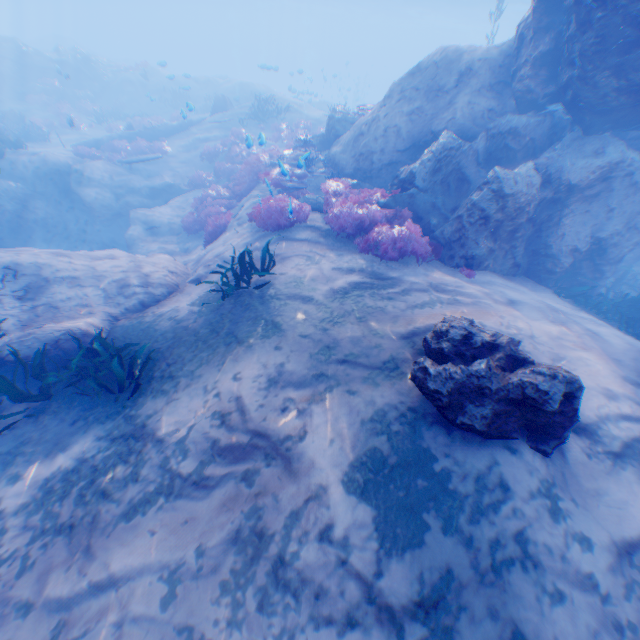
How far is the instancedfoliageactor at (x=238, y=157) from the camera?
7.8m

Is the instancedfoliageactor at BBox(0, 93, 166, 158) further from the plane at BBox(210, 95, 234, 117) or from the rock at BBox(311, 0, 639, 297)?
the plane at BBox(210, 95, 234, 117)

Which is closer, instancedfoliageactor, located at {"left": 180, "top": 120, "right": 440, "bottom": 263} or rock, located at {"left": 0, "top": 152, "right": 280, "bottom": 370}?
rock, located at {"left": 0, "top": 152, "right": 280, "bottom": 370}

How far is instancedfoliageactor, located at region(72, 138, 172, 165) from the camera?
17.3 meters

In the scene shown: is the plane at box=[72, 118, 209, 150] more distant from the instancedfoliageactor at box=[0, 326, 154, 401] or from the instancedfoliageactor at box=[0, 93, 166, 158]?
the instancedfoliageactor at box=[0, 326, 154, 401]

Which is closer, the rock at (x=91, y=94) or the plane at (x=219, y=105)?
the plane at (x=219, y=105)

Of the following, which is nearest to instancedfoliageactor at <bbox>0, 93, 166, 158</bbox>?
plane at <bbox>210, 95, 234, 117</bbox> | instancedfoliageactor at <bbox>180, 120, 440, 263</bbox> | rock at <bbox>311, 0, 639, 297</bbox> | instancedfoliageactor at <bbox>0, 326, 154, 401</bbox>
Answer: rock at <bbox>311, 0, 639, 297</bbox>

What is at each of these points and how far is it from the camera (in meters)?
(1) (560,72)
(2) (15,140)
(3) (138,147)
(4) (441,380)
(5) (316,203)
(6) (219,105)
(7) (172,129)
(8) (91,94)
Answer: (1) rock, 7.77
(2) instancedfoliageactor, 15.96
(3) instancedfoliageactor, 18.62
(4) rock, 3.92
(5) rock, 10.59
(6) plane, 22.17
(7) plane, 20.86
(8) rock, 26.31
